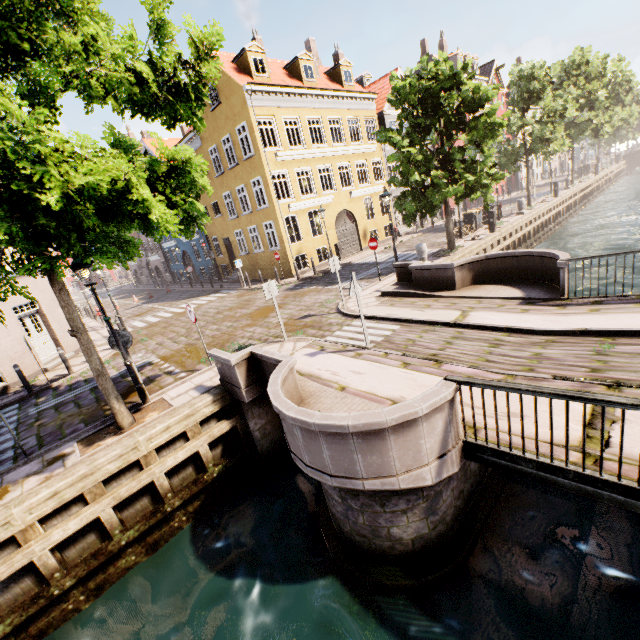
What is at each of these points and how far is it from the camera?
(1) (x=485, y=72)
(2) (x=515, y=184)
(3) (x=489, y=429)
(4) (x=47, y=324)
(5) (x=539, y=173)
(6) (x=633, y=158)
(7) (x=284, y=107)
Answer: (1) building, 40.03m
(2) building, 47.44m
(3) bridge, 4.57m
(4) building, 14.23m
(5) building, 53.25m
(6) bridge, 50.62m
(7) building, 19.62m

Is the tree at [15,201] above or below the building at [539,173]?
above

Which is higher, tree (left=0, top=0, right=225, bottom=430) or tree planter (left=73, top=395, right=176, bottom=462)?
tree (left=0, top=0, right=225, bottom=430)

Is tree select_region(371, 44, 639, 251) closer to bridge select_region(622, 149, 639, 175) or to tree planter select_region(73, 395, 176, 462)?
tree planter select_region(73, 395, 176, 462)

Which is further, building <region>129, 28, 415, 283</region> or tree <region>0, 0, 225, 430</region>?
building <region>129, 28, 415, 283</region>

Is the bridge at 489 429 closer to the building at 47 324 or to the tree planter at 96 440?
the tree planter at 96 440

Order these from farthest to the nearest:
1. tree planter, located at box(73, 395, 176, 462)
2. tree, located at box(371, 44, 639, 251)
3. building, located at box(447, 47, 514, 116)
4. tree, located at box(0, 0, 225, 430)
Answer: building, located at box(447, 47, 514, 116) → tree, located at box(371, 44, 639, 251) → tree planter, located at box(73, 395, 176, 462) → tree, located at box(0, 0, 225, 430)

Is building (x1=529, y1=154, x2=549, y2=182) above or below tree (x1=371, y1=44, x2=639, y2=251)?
below
